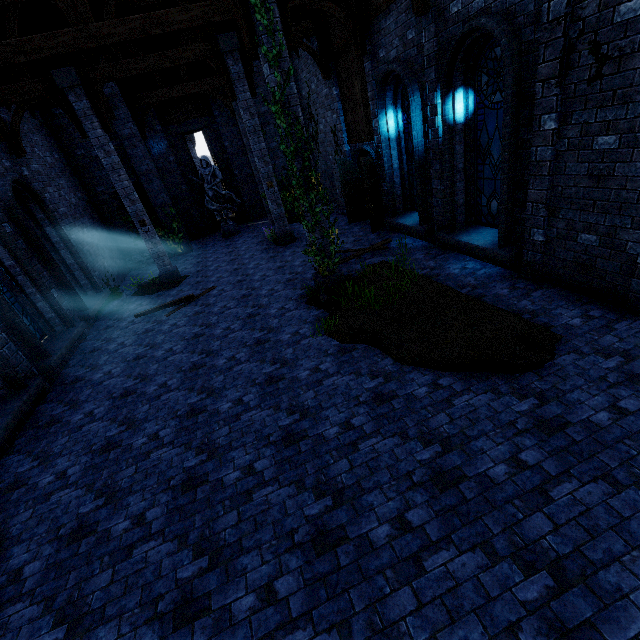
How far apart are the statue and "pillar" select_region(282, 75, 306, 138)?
10.72m

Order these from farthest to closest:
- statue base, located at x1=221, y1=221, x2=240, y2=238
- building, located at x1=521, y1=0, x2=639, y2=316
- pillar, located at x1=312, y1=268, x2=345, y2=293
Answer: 1. statue base, located at x1=221, y1=221, x2=240, y2=238
2. pillar, located at x1=312, y1=268, x2=345, y2=293
3. building, located at x1=521, y1=0, x2=639, y2=316

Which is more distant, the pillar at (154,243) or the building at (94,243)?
the pillar at (154,243)

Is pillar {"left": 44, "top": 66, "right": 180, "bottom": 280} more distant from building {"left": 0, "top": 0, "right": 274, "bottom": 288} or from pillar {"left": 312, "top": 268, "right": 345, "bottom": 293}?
pillar {"left": 312, "top": 268, "right": 345, "bottom": 293}

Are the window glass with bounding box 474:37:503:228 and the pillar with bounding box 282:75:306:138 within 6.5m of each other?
yes

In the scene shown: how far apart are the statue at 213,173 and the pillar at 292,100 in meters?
10.7 m

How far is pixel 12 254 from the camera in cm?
816

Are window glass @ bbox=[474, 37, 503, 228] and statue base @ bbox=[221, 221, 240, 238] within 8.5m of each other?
no
